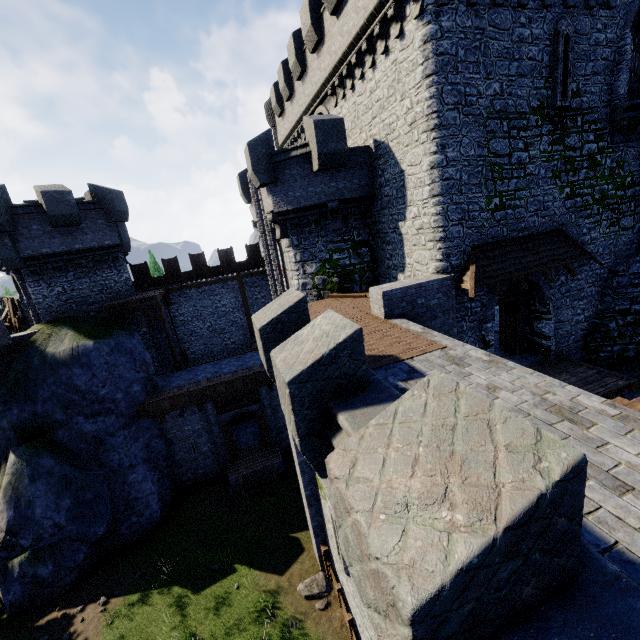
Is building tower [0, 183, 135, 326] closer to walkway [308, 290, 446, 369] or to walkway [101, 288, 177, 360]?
walkway [101, 288, 177, 360]

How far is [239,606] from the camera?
12.2m

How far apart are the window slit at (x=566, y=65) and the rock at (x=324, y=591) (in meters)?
19.41

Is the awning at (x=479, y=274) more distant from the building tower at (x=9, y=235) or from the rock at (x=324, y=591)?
the building tower at (x=9, y=235)

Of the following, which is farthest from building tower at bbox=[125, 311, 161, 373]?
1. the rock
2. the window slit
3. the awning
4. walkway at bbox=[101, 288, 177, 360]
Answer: the window slit

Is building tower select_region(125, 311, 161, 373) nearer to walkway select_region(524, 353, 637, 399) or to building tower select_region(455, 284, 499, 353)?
building tower select_region(455, 284, 499, 353)

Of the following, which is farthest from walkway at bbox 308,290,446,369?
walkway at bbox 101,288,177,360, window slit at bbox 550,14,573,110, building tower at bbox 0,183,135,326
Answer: building tower at bbox 0,183,135,326

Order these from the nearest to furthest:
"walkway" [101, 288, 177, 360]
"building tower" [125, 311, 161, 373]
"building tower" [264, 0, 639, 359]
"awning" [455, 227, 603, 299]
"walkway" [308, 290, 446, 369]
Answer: "walkway" [308, 290, 446, 369], "building tower" [264, 0, 639, 359], "awning" [455, 227, 603, 299], "walkway" [101, 288, 177, 360], "building tower" [125, 311, 161, 373]
